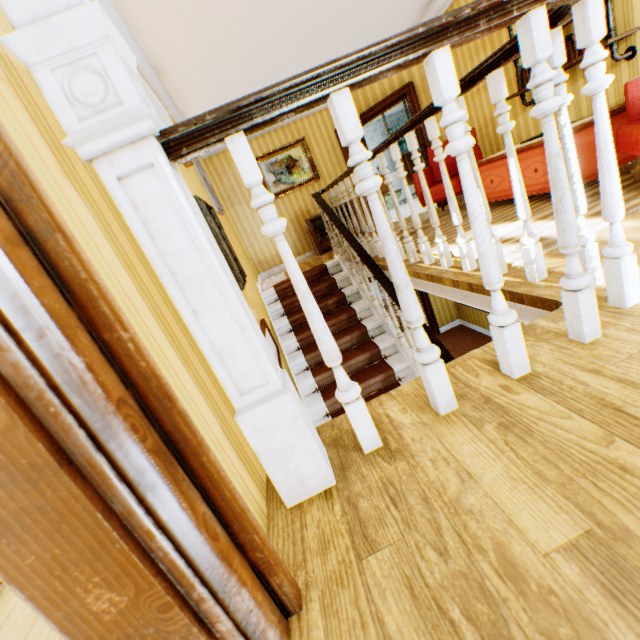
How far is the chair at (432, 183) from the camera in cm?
536

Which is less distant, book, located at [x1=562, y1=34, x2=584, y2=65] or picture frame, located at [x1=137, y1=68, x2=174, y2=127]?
picture frame, located at [x1=137, y1=68, x2=174, y2=127]

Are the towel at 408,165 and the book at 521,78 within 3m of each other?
no

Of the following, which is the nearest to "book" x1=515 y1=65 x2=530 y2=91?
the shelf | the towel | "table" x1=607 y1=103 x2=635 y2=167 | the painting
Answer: the shelf

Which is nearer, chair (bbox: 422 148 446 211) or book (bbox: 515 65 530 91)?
book (bbox: 515 65 530 91)

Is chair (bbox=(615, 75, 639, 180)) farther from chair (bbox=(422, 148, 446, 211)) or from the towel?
the towel

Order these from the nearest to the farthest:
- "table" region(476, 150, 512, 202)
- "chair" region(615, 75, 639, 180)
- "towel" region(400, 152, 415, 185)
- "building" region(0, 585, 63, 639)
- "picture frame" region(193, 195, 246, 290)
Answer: "building" region(0, 585, 63, 639), "chair" region(615, 75, 639, 180), "picture frame" region(193, 195, 246, 290), "table" region(476, 150, 512, 202), "towel" region(400, 152, 415, 185)

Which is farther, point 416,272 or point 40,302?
point 416,272
